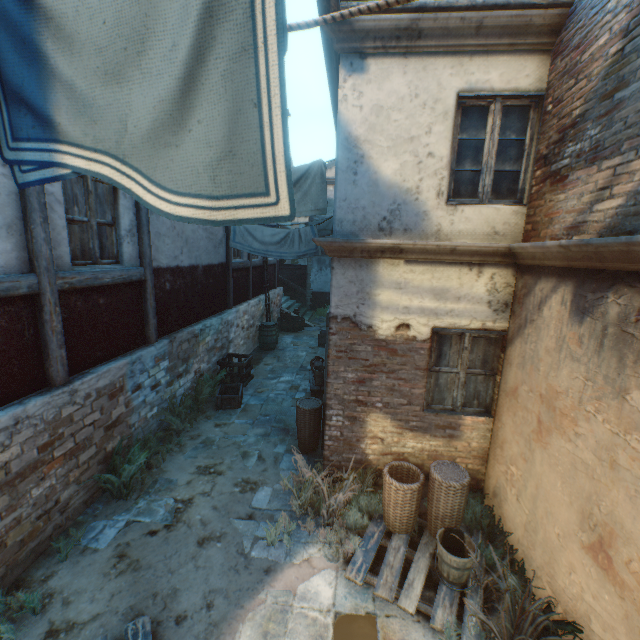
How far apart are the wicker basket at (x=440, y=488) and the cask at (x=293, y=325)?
11.44m

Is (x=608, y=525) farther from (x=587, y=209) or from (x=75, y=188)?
(x=75, y=188)

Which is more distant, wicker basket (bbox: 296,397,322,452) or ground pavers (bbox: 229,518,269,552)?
wicker basket (bbox: 296,397,322,452)

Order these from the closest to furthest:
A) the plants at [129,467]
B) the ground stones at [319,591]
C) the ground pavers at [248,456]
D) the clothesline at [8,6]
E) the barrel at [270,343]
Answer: the clothesline at [8,6]
the ground stones at [319,591]
the plants at [129,467]
the ground pavers at [248,456]
the barrel at [270,343]

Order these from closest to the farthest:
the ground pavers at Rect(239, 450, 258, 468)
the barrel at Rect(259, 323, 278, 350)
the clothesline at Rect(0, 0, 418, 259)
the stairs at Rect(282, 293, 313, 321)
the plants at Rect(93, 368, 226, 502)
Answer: the clothesline at Rect(0, 0, 418, 259), the plants at Rect(93, 368, 226, 502), the ground pavers at Rect(239, 450, 258, 468), the barrel at Rect(259, 323, 278, 350), the stairs at Rect(282, 293, 313, 321)

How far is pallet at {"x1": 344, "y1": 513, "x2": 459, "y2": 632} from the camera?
3.45m

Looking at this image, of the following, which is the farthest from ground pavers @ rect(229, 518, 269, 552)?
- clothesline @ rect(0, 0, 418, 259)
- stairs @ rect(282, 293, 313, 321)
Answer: clothesline @ rect(0, 0, 418, 259)

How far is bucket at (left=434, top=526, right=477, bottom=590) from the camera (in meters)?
3.57
